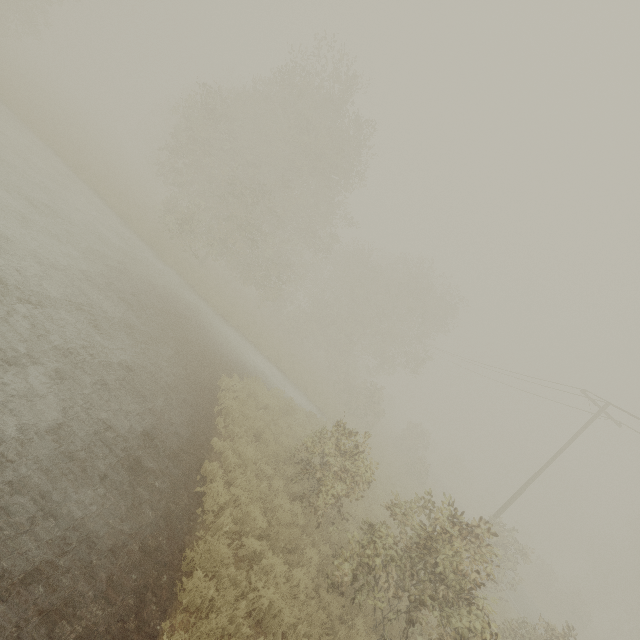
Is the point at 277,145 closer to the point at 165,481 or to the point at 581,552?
the point at 165,481

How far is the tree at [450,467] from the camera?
47.28m

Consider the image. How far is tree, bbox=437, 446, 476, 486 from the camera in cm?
4728
